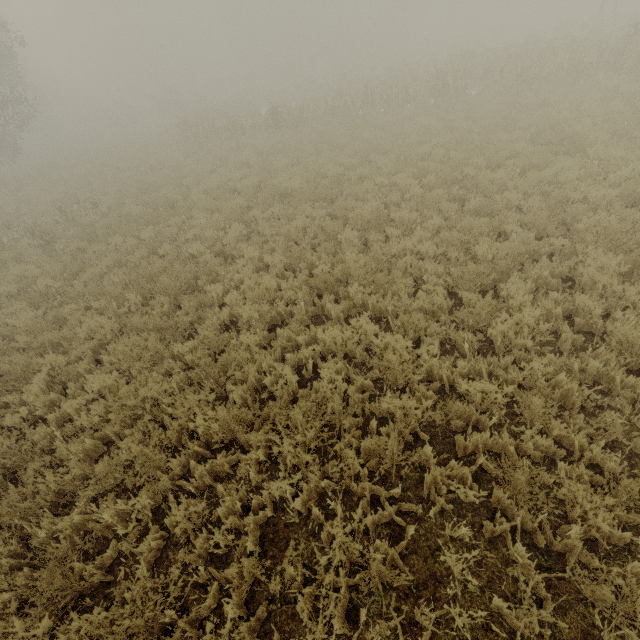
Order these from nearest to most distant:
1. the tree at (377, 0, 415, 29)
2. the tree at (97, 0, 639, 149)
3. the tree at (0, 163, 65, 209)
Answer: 1. the tree at (97, 0, 639, 149)
2. the tree at (0, 163, 65, 209)
3. the tree at (377, 0, 415, 29)

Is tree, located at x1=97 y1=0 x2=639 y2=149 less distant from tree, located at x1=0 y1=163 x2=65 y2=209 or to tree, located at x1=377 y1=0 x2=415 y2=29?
tree, located at x1=0 y1=163 x2=65 y2=209

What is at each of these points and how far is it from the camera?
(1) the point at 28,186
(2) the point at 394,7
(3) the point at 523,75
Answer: (1) tree, 21.3m
(2) tree, 57.8m
(3) tree, 16.0m

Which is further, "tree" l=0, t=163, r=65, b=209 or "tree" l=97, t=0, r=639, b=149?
"tree" l=0, t=163, r=65, b=209

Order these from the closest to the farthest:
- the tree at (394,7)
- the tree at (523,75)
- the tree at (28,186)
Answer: the tree at (523,75) < the tree at (28,186) < the tree at (394,7)

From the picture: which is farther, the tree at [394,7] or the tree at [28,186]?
the tree at [394,7]
